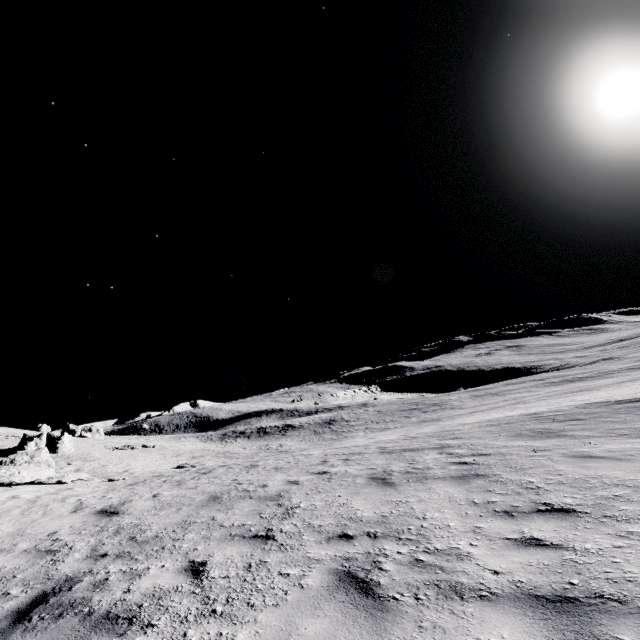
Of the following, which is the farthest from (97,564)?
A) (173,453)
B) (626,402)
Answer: (173,453)
